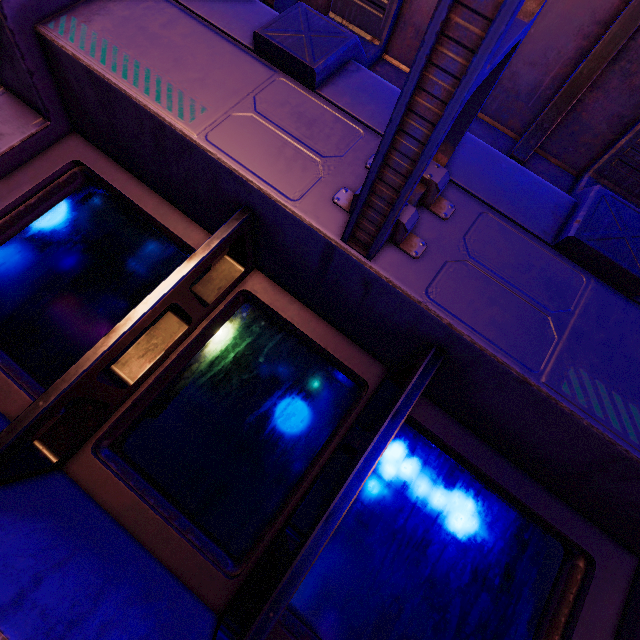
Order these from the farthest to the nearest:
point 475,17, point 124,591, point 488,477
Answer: point 488,477 < point 124,591 < point 475,17
